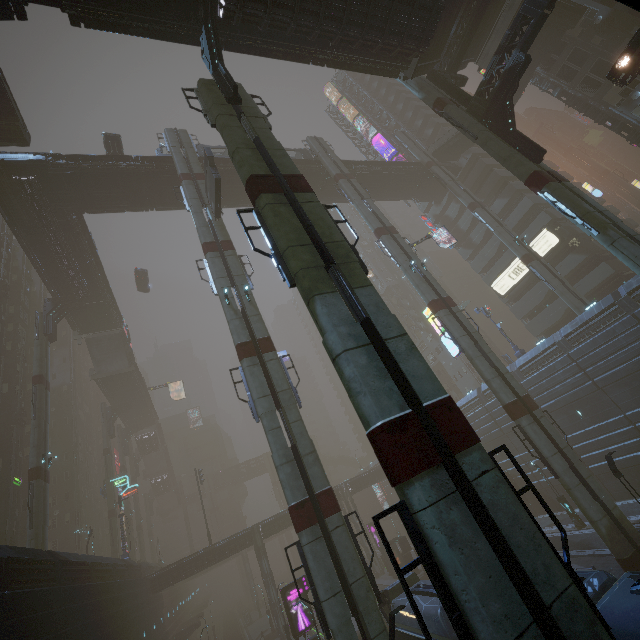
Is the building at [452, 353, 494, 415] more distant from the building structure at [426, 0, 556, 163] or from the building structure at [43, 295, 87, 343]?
the building structure at [43, 295, 87, 343]

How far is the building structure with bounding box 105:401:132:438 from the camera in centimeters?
5204cm

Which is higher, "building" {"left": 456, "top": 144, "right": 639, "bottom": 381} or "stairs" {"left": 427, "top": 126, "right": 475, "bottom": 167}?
"stairs" {"left": 427, "top": 126, "right": 475, "bottom": 167}

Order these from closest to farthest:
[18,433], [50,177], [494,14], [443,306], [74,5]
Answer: [74,5]
[443,306]
[494,14]
[50,177]
[18,433]

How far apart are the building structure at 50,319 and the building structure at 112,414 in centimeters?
2368cm

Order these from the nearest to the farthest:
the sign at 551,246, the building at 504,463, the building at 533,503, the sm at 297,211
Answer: the sm at 297,211 < the building at 533,503 < the building at 504,463 < the sign at 551,246

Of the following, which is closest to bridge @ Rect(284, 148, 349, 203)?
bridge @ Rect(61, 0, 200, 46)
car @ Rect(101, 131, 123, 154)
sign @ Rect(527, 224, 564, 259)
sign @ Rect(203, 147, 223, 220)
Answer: car @ Rect(101, 131, 123, 154)

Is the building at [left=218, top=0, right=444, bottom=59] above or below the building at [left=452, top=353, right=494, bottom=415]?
above
